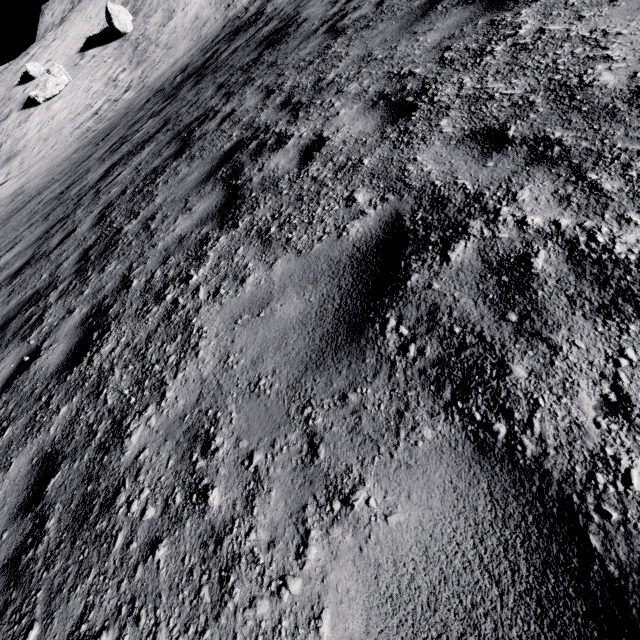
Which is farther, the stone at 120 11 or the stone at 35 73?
the stone at 120 11

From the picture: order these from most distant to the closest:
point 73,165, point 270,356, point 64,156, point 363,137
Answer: point 64,156, point 73,165, point 363,137, point 270,356

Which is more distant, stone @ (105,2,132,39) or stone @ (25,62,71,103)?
stone @ (105,2,132,39)

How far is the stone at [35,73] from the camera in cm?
2705

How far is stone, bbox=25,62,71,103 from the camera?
27.0m
